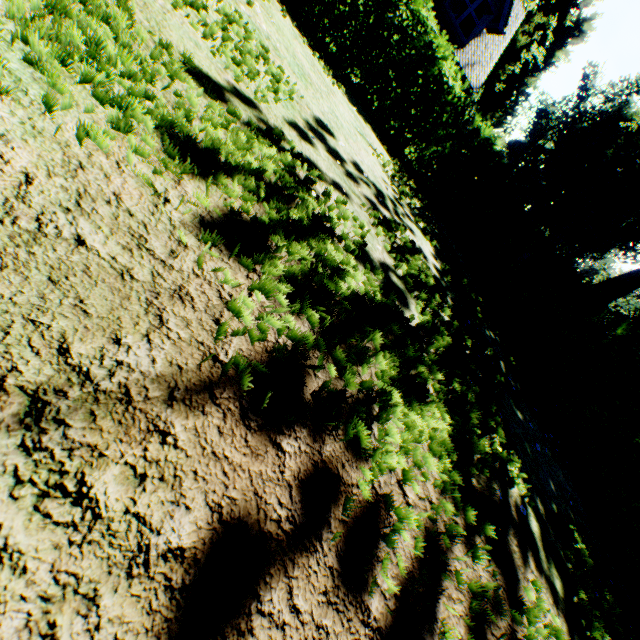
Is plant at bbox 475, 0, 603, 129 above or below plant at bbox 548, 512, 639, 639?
above

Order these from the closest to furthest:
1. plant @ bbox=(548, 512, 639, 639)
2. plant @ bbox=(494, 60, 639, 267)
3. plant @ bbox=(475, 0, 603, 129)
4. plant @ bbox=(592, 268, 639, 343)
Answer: plant @ bbox=(548, 512, 639, 639)
plant @ bbox=(592, 268, 639, 343)
plant @ bbox=(494, 60, 639, 267)
plant @ bbox=(475, 0, 603, 129)

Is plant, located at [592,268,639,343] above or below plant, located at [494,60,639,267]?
below

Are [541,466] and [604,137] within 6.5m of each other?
no

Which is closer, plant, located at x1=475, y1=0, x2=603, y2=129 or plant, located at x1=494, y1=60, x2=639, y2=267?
plant, located at x1=494, y1=60, x2=639, y2=267

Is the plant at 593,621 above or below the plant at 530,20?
below
